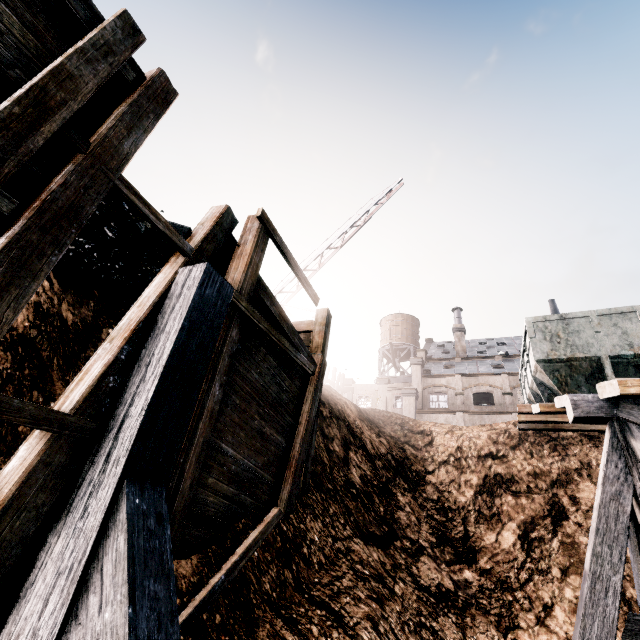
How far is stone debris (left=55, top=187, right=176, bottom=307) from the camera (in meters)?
4.61

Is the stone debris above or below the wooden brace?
above

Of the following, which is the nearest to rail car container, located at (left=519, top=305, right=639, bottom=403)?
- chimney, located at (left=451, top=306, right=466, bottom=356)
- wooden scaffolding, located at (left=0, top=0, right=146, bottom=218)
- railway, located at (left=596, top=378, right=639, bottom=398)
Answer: railway, located at (left=596, top=378, right=639, bottom=398)

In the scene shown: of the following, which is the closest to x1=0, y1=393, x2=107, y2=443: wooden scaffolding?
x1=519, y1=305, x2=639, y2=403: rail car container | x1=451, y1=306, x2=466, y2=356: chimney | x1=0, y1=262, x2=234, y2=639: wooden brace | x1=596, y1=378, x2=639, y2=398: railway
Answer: x1=0, y1=262, x2=234, y2=639: wooden brace

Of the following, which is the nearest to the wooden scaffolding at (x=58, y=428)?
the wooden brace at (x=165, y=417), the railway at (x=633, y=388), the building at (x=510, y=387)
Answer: the wooden brace at (x=165, y=417)

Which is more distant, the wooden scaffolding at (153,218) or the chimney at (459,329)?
the chimney at (459,329)

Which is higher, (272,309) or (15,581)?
(272,309)

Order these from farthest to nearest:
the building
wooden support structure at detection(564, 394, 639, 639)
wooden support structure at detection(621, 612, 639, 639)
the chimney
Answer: the chimney < the building < wooden support structure at detection(621, 612, 639, 639) < wooden support structure at detection(564, 394, 639, 639)
